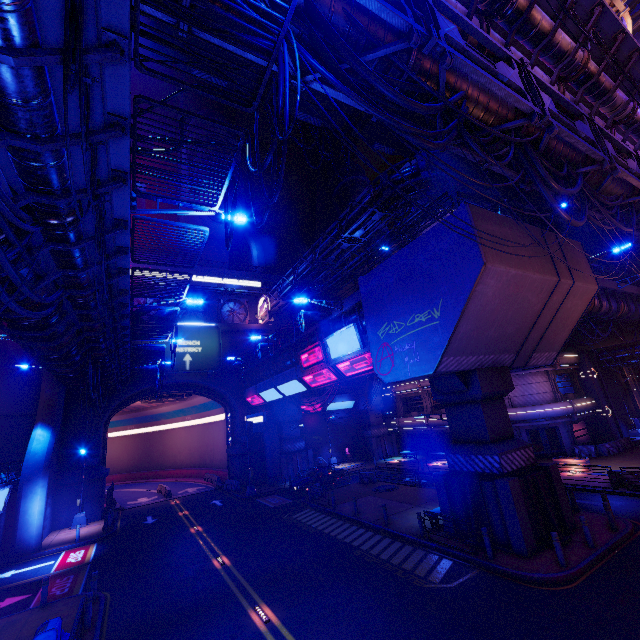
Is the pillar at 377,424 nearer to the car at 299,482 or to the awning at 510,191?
the car at 299,482

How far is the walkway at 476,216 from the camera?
12.7 meters

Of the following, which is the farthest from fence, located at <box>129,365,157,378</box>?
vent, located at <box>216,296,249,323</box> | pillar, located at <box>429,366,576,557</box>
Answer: pillar, located at <box>429,366,576,557</box>

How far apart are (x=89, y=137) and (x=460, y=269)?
12.1m

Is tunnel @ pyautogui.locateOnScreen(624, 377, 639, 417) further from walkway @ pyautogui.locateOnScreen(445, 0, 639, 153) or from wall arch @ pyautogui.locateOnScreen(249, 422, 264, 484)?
wall arch @ pyautogui.locateOnScreen(249, 422, 264, 484)

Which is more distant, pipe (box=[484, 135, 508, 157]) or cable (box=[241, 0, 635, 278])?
pipe (box=[484, 135, 508, 157])

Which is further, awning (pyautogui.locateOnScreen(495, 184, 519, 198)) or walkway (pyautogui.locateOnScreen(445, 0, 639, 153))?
awning (pyautogui.locateOnScreen(495, 184, 519, 198))

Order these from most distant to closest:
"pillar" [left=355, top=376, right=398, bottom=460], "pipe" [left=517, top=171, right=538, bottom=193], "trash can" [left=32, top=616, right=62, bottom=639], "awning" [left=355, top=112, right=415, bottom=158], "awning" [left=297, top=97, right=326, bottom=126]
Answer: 1. "pillar" [left=355, top=376, right=398, bottom=460]
2. "awning" [left=355, top=112, right=415, bottom=158]
3. "awning" [left=297, top=97, right=326, bottom=126]
4. "pipe" [left=517, top=171, right=538, bottom=193]
5. "trash can" [left=32, top=616, right=62, bottom=639]
